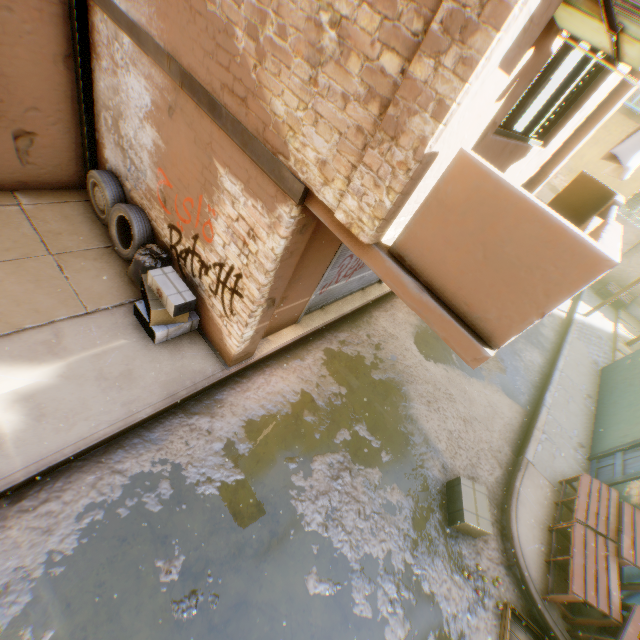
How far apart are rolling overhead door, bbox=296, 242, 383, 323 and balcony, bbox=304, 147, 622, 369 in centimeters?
3cm

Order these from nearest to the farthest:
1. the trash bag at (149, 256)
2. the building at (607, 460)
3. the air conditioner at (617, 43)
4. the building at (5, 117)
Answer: the air conditioner at (617, 43)
the building at (5, 117)
the trash bag at (149, 256)
the building at (607, 460)

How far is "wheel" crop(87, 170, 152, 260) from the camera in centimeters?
530cm

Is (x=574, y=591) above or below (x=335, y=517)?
above

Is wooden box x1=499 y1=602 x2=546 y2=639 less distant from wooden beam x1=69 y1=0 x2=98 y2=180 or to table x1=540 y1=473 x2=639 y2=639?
table x1=540 y1=473 x2=639 y2=639

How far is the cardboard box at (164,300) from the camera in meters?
4.6

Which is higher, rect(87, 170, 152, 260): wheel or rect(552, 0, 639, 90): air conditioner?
rect(552, 0, 639, 90): air conditioner

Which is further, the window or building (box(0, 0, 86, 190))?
building (box(0, 0, 86, 190))
